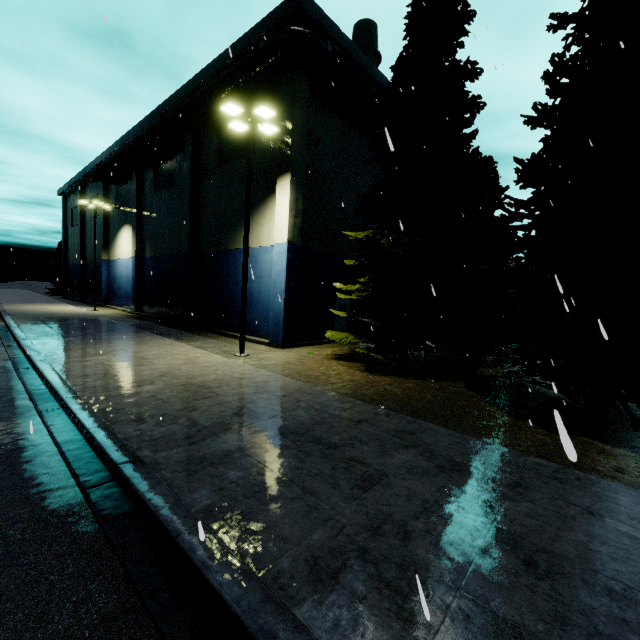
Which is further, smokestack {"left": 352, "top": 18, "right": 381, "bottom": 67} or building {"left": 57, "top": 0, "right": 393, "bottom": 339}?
smokestack {"left": 352, "top": 18, "right": 381, "bottom": 67}

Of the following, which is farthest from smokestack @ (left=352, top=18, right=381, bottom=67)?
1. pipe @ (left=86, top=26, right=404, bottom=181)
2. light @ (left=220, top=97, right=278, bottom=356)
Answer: light @ (left=220, top=97, right=278, bottom=356)

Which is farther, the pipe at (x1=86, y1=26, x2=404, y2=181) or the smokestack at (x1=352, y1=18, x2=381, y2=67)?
the smokestack at (x1=352, y1=18, x2=381, y2=67)

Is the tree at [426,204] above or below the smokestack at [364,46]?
below

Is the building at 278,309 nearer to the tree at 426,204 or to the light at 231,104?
the light at 231,104

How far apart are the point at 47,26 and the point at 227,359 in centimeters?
1363cm

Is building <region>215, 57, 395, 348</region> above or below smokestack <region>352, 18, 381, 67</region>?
below

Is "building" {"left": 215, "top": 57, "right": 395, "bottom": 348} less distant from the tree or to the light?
the light
